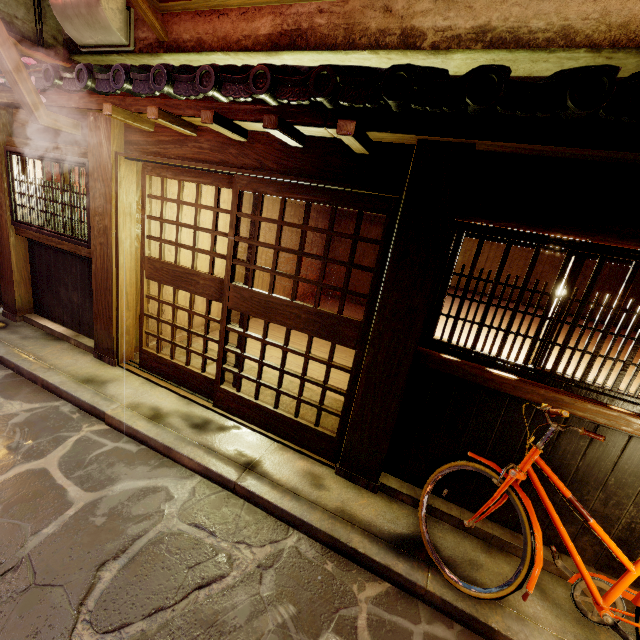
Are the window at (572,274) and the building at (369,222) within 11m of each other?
no

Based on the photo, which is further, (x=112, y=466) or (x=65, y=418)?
(x=65, y=418)

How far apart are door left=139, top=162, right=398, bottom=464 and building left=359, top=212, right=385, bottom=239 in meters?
13.7 m

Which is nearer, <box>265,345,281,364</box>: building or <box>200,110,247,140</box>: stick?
<box>200,110,247,140</box>: stick

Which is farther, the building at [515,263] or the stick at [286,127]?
the building at [515,263]

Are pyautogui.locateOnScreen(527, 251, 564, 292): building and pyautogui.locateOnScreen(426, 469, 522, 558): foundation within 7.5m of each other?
no

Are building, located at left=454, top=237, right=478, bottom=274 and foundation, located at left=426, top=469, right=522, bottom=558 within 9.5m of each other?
yes

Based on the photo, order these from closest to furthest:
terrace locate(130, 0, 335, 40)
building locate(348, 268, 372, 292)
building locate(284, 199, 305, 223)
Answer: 1. terrace locate(130, 0, 335, 40)
2. building locate(284, 199, 305, 223)
3. building locate(348, 268, 372, 292)
